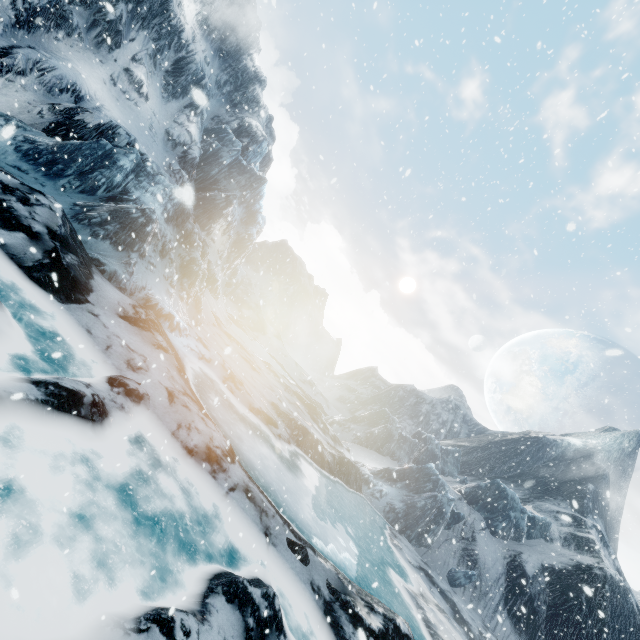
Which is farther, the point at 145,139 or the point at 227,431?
the point at 145,139
